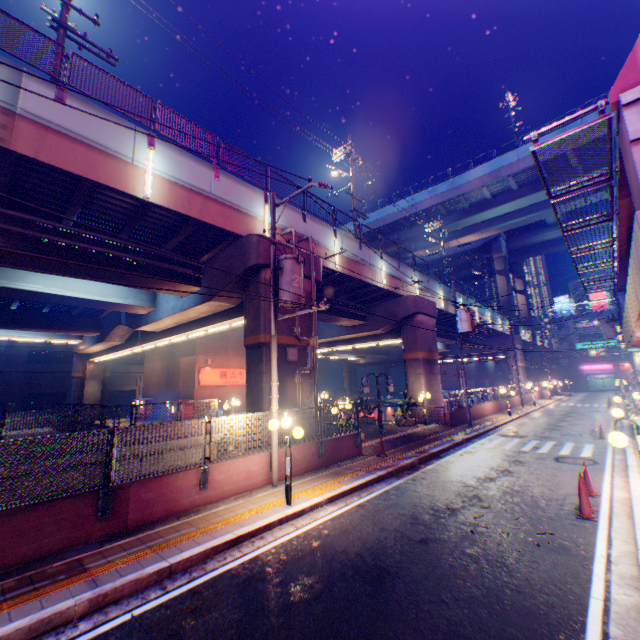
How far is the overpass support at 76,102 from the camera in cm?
956

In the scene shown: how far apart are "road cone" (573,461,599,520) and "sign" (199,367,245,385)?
26.05m

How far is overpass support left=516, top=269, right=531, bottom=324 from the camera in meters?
58.4 m

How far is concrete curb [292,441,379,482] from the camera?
10.8 meters

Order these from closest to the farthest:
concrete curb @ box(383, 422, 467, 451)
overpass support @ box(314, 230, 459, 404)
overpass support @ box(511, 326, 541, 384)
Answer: concrete curb @ box(383, 422, 467, 451)
overpass support @ box(314, 230, 459, 404)
overpass support @ box(511, 326, 541, 384)

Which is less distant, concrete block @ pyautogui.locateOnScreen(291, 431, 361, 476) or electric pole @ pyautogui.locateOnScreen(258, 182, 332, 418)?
electric pole @ pyautogui.locateOnScreen(258, 182, 332, 418)

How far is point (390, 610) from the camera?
4.7m

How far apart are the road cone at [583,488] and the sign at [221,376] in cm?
2605
